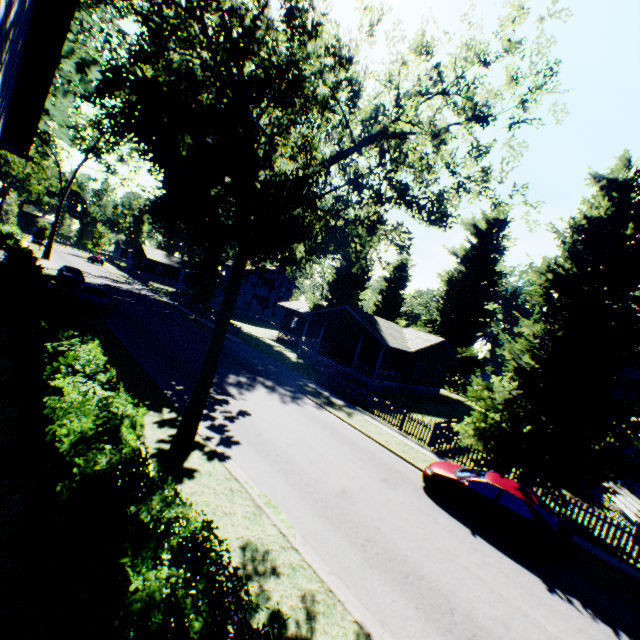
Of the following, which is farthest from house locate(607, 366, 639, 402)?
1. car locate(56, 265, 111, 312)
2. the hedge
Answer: the hedge

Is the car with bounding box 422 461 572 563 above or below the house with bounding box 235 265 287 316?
below

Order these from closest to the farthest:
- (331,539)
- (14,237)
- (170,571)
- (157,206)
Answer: (170,571) < (331,539) < (14,237) < (157,206)

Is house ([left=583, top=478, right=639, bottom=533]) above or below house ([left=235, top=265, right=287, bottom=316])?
below

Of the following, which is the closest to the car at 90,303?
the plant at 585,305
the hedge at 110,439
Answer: the hedge at 110,439

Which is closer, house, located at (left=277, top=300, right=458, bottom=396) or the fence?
the fence

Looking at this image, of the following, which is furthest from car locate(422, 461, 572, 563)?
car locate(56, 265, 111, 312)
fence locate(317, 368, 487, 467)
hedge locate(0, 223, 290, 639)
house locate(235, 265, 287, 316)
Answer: car locate(56, 265, 111, 312)

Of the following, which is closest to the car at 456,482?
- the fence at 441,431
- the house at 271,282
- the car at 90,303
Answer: the fence at 441,431
